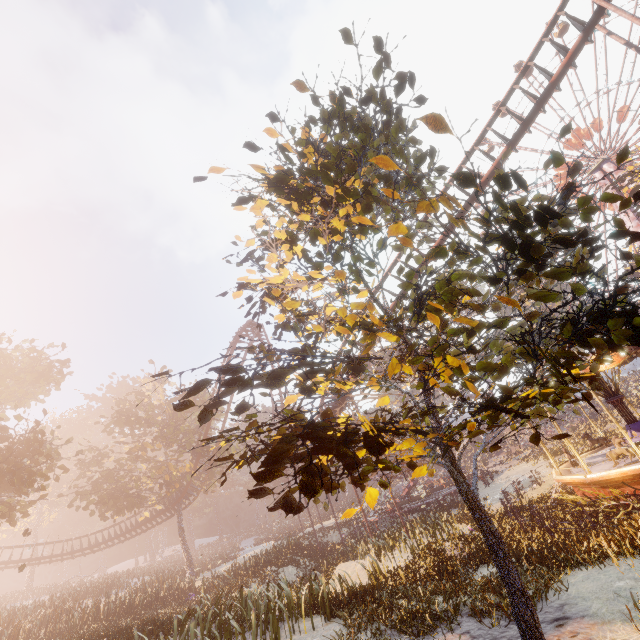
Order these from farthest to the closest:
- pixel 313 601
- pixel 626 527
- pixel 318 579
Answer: pixel 318 579
pixel 313 601
pixel 626 527

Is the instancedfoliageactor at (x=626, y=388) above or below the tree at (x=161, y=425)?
below

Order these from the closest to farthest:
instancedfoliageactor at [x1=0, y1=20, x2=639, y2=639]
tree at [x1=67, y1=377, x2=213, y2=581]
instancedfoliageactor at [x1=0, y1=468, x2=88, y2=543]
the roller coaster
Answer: instancedfoliageactor at [x1=0, y1=20, x2=639, y2=639], the roller coaster, tree at [x1=67, y1=377, x2=213, y2=581], instancedfoliageactor at [x1=0, y1=468, x2=88, y2=543]

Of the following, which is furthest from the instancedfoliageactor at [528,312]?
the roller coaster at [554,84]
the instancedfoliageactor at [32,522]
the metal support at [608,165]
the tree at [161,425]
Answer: the instancedfoliageactor at [32,522]

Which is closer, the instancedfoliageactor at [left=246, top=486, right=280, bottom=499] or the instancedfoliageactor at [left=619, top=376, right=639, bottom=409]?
the instancedfoliageactor at [left=246, top=486, right=280, bottom=499]

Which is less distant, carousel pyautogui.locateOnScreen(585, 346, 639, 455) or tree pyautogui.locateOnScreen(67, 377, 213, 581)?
carousel pyautogui.locateOnScreen(585, 346, 639, 455)

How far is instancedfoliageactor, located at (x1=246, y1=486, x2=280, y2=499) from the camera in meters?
2.4

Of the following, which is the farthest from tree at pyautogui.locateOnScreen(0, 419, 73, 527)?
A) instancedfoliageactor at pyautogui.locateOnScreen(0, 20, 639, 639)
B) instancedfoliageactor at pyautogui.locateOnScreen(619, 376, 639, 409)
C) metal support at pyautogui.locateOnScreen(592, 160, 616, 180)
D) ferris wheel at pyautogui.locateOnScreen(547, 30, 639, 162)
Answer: ferris wheel at pyautogui.locateOnScreen(547, 30, 639, 162)
